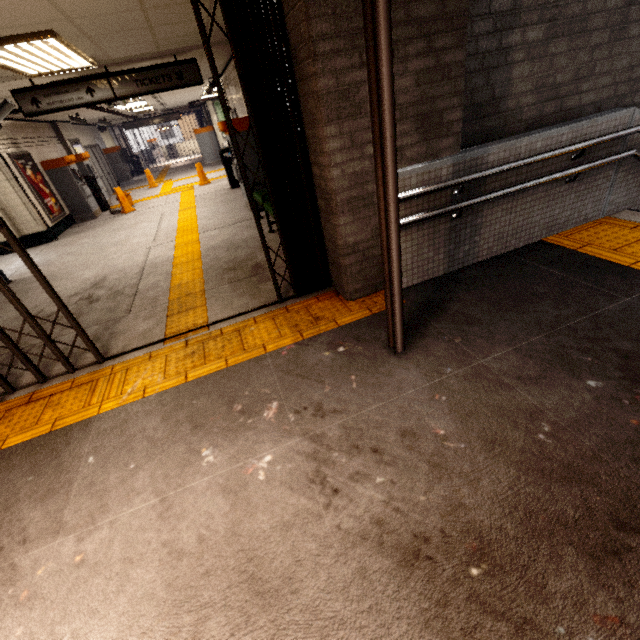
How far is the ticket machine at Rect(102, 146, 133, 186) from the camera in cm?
1671

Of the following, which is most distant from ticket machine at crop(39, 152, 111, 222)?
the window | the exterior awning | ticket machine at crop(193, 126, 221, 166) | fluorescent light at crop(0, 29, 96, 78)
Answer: the exterior awning

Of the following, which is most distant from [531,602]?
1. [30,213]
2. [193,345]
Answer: [30,213]

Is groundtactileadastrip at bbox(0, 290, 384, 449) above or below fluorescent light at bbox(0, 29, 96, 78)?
below

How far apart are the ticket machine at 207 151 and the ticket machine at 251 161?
11.9m

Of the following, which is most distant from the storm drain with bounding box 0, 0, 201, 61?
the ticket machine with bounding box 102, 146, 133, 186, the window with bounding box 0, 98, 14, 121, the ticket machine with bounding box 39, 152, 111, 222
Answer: the ticket machine with bounding box 102, 146, 133, 186

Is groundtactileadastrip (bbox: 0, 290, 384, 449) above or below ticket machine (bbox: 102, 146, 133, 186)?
below

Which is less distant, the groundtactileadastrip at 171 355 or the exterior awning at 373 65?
the exterior awning at 373 65
